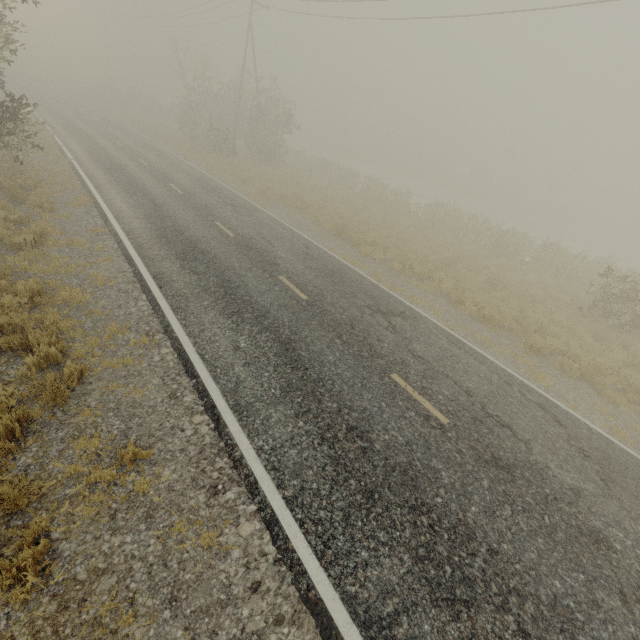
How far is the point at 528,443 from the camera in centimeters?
632cm
